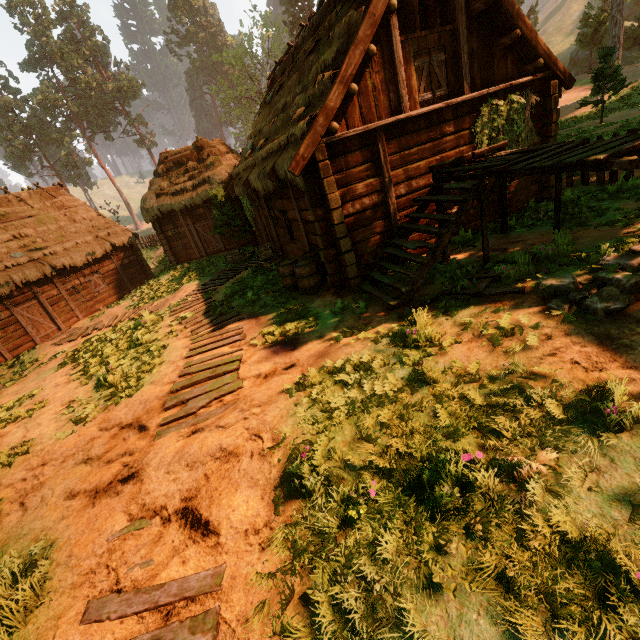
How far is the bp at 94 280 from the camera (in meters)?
19.86

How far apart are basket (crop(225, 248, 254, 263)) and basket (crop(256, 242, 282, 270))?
1.7m

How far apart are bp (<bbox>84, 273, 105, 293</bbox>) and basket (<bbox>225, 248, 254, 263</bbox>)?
9.6 meters

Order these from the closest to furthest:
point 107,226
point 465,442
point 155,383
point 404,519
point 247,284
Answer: point 404,519, point 465,442, point 155,383, point 247,284, point 107,226

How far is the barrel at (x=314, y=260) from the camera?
9.14m

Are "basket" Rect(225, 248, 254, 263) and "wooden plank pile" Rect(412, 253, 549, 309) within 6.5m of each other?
no

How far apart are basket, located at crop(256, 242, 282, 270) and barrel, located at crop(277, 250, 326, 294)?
1.9 meters

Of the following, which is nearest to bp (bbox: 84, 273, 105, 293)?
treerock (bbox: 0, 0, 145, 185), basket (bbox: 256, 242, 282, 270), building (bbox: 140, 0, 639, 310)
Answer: building (bbox: 140, 0, 639, 310)
